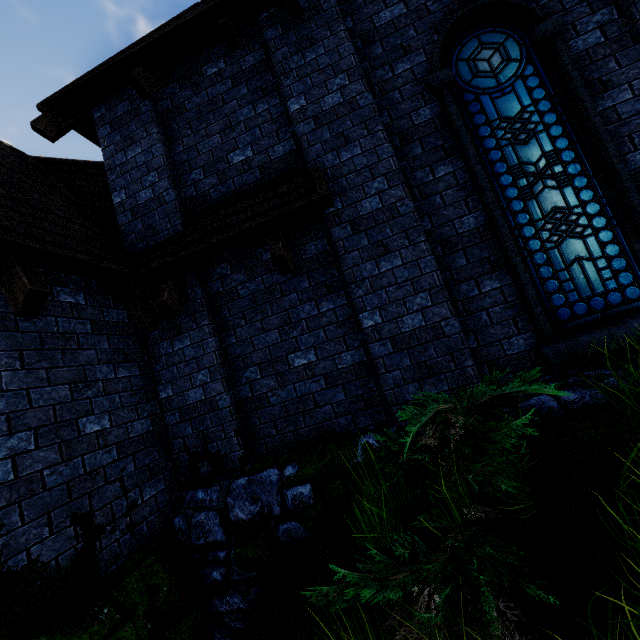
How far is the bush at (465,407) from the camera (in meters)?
2.07

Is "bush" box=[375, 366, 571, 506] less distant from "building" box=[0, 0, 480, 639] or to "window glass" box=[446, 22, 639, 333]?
"building" box=[0, 0, 480, 639]

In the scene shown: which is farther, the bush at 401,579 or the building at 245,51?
the building at 245,51

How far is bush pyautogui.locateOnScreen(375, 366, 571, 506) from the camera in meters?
2.1

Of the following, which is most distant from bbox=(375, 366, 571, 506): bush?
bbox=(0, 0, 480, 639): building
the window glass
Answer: the window glass

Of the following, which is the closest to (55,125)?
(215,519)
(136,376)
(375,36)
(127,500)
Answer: (136,376)
